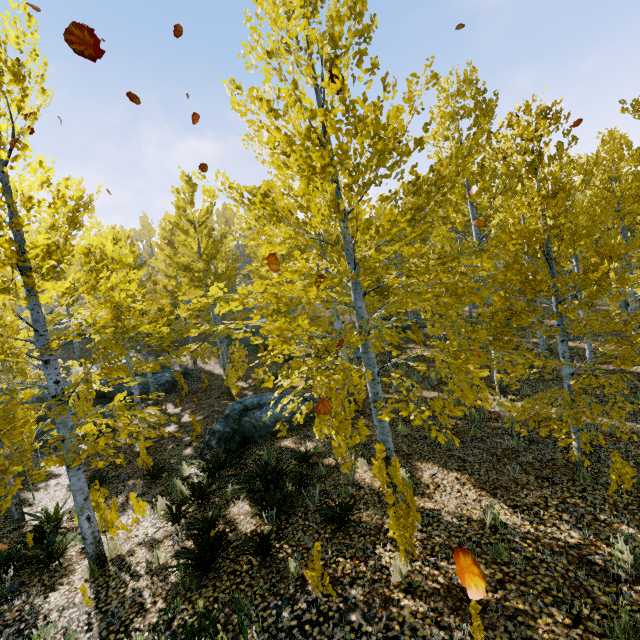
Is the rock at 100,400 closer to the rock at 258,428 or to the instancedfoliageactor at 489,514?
the instancedfoliageactor at 489,514

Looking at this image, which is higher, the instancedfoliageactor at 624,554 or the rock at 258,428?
the rock at 258,428

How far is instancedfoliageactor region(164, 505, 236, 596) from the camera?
4.8 meters

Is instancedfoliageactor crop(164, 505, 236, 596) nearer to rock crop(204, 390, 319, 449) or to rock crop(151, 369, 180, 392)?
rock crop(204, 390, 319, 449)

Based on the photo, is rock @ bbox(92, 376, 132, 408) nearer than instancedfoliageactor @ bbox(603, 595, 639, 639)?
No

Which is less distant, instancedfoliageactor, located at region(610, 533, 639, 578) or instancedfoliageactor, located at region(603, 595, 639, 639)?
instancedfoliageactor, located at region(603, 595, 639, 639)

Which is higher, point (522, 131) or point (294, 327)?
point (522, 131)
